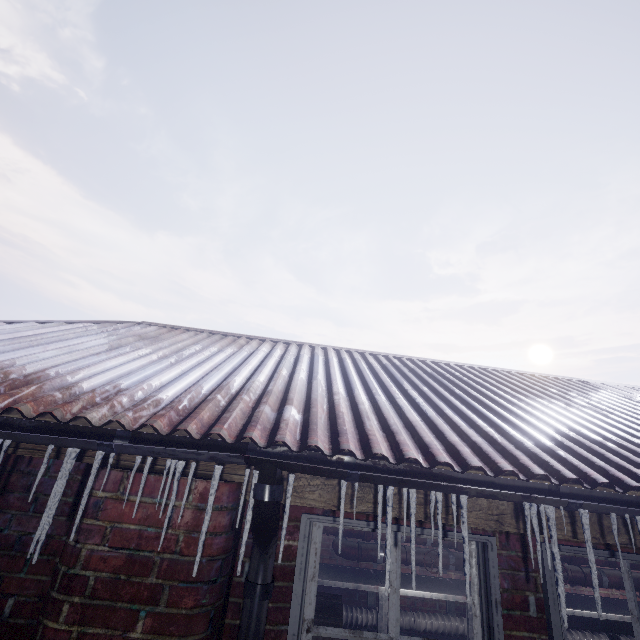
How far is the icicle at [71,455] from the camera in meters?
1.1 m

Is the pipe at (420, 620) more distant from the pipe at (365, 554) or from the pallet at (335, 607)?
the pallet at (335, 607)

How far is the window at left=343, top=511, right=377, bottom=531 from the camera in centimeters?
146cm

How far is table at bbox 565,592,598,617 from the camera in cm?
361

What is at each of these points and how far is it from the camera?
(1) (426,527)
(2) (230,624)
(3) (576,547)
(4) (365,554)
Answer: (1) window, 1.5 meters
(2) window, 1.3 meters
(3) window, 1.5 meters
(4) pipe, 3.9 meters

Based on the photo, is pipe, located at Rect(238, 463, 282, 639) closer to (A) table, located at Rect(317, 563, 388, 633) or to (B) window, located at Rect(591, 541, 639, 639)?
(B) window, located at Rect(591, 541, 639, 639)

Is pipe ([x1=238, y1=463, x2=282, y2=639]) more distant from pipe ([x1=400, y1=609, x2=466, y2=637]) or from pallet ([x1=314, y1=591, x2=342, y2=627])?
pipe ([x1=400, y1=609, x2=466, y2=637])
